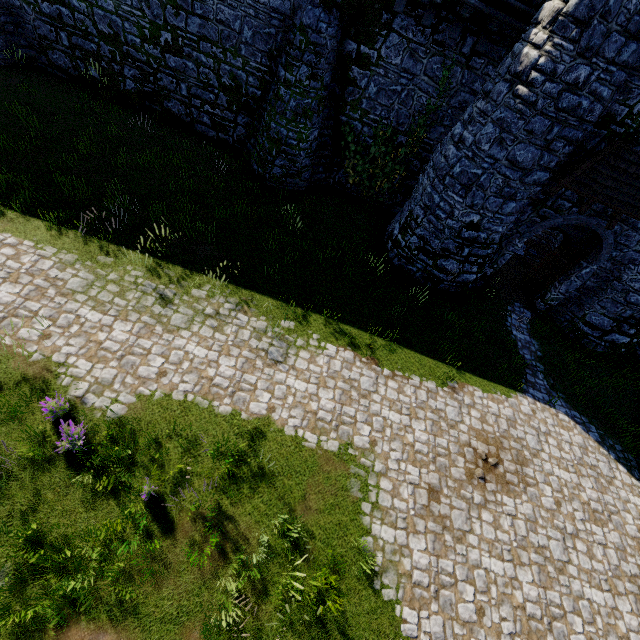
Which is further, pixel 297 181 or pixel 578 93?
pixel 297 181

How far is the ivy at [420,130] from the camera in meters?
12.2 m

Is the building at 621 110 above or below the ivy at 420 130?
above

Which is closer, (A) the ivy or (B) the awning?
(B) the awning

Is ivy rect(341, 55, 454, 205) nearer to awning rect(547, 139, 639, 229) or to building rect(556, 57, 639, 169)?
building rect(556, 57, 639, 169)

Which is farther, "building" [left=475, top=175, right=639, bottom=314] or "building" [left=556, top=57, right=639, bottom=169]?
"building" [left=475, top=175, right=639, bottom=314]

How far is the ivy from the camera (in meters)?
12.22
